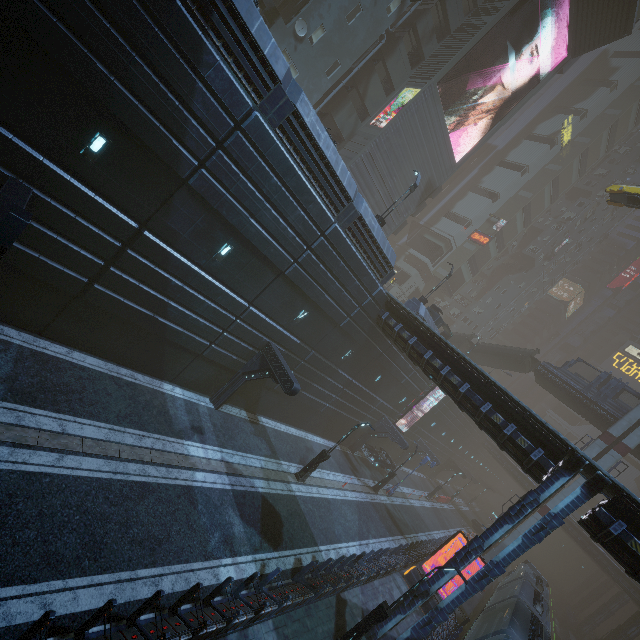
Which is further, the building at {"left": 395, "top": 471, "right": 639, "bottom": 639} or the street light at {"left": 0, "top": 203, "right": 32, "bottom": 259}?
the building at {"left": 395, "top": 471, "right": 639, "bottom": 639}

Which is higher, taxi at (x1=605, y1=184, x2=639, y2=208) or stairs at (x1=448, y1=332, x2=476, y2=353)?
taxi at (x1=605, y1=184, x2=639, y2=208)

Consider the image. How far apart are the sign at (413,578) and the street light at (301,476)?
9.10m

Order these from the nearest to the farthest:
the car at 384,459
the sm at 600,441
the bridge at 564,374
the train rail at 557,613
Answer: the sm at 600,441, the car at 384,459, the bridge at 564,374, the train rail at 557,613

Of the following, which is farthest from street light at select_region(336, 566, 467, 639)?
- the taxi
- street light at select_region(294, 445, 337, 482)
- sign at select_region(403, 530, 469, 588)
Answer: the taxi

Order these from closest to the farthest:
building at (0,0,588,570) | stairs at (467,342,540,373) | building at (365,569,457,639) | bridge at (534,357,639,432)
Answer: building at (0,0,588,570)
building at (365,569,457,639)
bridge at (534,357,639,432)
stairs at (467,342,540,373)

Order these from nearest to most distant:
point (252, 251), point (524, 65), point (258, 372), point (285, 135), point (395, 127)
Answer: point (285, 135), point (252, 251), point (258, 372), point (395, 127), point (524, 65)

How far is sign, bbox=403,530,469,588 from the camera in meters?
20.2 m
